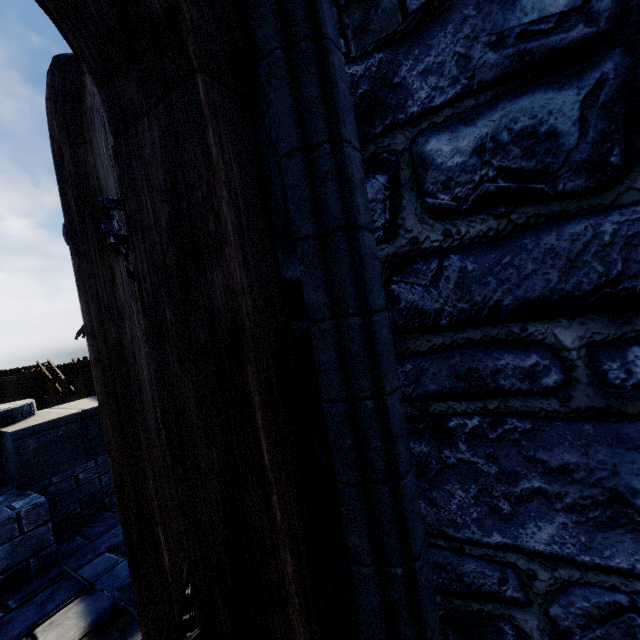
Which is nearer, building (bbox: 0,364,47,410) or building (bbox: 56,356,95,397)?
building (bbox: 0,364,47,410)

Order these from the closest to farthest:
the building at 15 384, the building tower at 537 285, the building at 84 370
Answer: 1. the building tower at 537 285
2. the building at 15 384
3. the building at 84 370

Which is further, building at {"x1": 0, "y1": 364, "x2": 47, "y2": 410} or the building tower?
building at {"x1": 0, "y1": 364, "x2": 47, "y2": 410}

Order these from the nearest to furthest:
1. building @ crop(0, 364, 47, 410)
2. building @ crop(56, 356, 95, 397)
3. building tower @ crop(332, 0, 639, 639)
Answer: building tower @ crop(332, 0, 639, 639)
building @ crop(0, 364, 47, 410)
building @ crop(56, 356, 95, 397)

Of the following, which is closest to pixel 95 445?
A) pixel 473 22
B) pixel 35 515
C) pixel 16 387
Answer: pixel 35 515

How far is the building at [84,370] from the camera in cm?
2492

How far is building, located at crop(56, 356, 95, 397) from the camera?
24.92m
